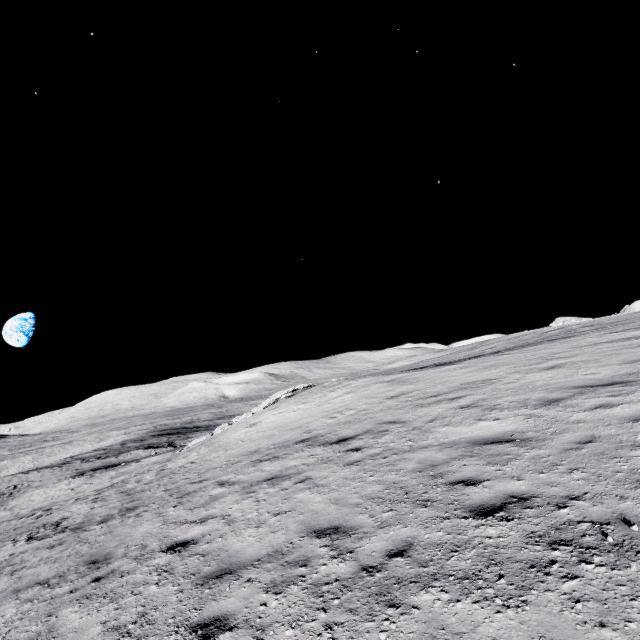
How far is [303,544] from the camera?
4.9 meters
